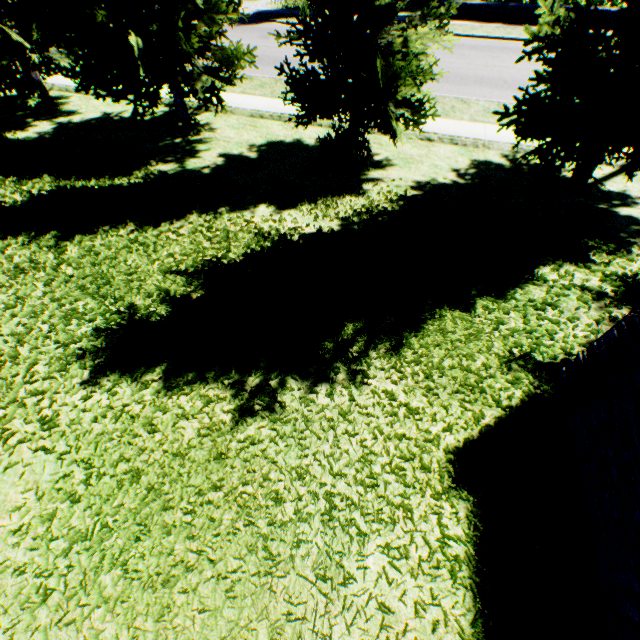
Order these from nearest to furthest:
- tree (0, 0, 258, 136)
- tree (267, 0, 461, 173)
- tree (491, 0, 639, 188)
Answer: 1. tree (491, 0, 639, 188)
2. tree (267, 0, 461, 173)
3. tree (0, 0, 258, 136)

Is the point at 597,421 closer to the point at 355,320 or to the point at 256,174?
the point at 355,320

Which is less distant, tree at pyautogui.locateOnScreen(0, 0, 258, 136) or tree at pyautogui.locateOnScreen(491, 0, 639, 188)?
tree at pyautogui.locateOnScreen(491, 0, 639, 188)

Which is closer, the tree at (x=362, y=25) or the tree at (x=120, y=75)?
the tree at (x=362, y=25)
